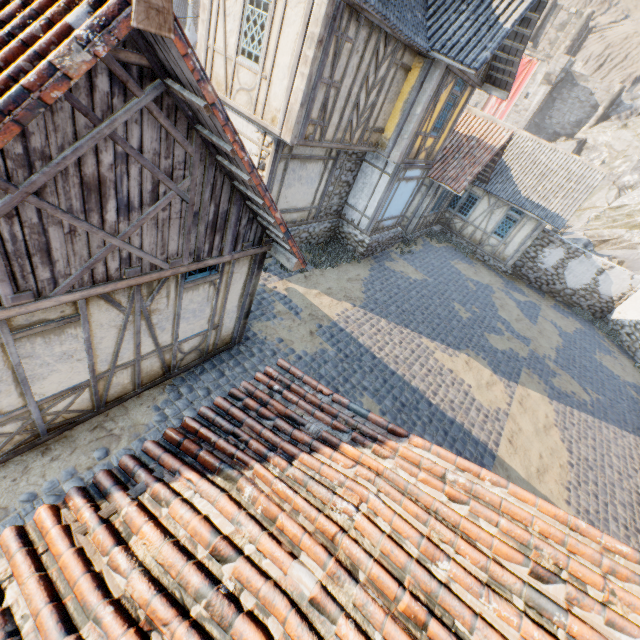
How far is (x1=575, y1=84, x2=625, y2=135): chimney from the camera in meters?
37.8

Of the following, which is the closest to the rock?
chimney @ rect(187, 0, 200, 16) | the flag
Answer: chimney @ rect(187, 0, 200, 16)

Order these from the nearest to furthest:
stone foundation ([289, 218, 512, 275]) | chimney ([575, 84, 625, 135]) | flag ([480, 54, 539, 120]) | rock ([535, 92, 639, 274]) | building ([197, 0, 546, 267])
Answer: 1. building ([197, 0, 546, 267])
2. stone foundation ([289, 218, 512, 275])
3. rock ([535, 92, 639, 274])
4. chimney ([575, 84, 625, 135])
5. flag ([480, 54, 539, 120])

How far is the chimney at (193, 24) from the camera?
31.0m

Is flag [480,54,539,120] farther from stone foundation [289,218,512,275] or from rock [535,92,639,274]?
stone foundation [289,218,512,275]

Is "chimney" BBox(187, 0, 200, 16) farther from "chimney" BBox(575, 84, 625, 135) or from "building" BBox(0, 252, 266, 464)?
"chimney" BBox(575, 84, 625, 135)

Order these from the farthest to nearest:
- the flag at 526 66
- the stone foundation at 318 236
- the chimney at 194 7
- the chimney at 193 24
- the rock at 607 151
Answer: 1. the flag at 526 66
2. the chimney at 193 24
3. the chimney at 194 7
4. the rock at 607 151
5. the stone foundation at 318 236

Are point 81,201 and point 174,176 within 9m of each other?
yes
